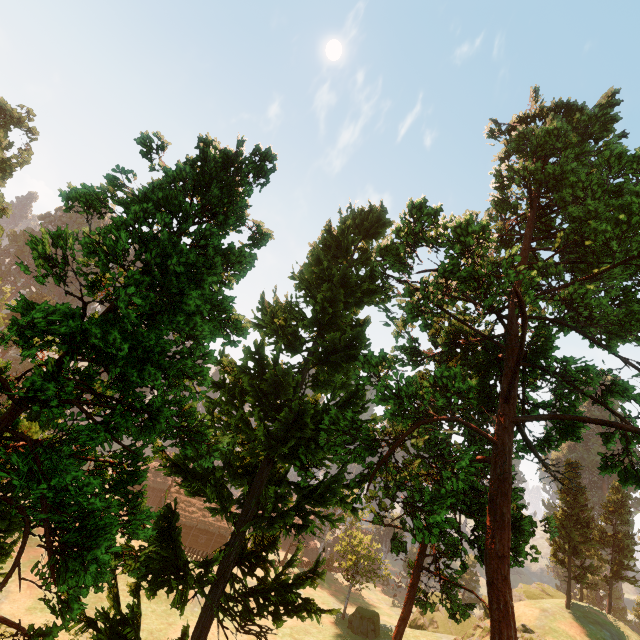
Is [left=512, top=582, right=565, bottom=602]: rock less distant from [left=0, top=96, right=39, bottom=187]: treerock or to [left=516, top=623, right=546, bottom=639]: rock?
[left=0, top=96, right=39, bottom=187]: treerock

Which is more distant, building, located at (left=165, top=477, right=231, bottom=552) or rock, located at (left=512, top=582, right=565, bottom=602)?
building, located at (left=165, top=477, right=231, bottom=552)

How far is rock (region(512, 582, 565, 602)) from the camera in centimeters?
3916cm

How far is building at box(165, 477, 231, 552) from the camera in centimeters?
5350cm

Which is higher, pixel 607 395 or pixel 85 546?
pixel 607 395

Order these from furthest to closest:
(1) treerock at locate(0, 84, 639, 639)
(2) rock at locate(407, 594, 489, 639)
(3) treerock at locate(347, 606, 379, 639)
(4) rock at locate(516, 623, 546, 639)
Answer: (3) treerock at locate(347, 606, 379, 639) → (2) rock at locate(407, 594, 489, 639) → (4) rock at locate(516, 623, 546, 639) → (1) treerock at locate(0, 84, 639, 639)

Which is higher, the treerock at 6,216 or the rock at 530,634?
the treerock at 6,216

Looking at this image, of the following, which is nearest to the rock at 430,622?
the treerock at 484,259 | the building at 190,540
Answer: the treerock at 484,259
